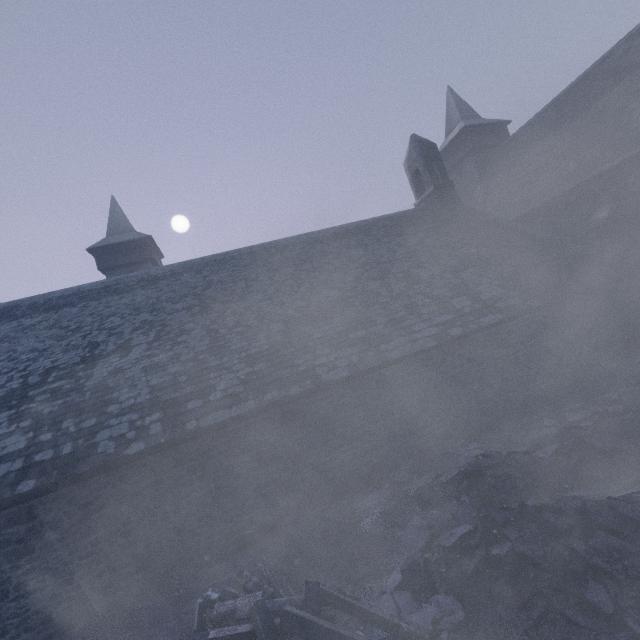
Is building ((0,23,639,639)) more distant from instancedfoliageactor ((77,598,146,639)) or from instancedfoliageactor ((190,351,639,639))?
instancedfoliageactor ((77,598,146,639))

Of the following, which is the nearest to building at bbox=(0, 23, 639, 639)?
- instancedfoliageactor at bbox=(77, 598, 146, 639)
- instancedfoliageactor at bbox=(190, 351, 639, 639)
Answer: instancedfoliageactor at bbox=(190, 351, 639, 639)

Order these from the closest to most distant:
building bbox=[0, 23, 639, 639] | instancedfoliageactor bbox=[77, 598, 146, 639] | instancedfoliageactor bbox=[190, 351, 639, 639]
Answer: instancedfoliageactor bbox=[190, 351, 639, 639] < instancedfoliageactor bbox=[77, 598, 146, 639] < building bbox=[0, 23, 639, 639]

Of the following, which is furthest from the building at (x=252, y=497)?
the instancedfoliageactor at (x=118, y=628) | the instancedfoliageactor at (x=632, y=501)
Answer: the instancedfoliageactor at (x=118, y=628)

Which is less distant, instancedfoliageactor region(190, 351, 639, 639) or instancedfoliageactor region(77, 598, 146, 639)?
instancedfoliageactor region(190, 351, 639, 639)

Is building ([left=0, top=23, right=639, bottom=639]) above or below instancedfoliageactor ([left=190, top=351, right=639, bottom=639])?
above

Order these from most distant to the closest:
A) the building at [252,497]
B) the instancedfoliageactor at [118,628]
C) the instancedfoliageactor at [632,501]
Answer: the building at [252,497], the instancedfoliageactor at [118,628], the instancedfoliageactor at [632,501]

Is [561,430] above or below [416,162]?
below
